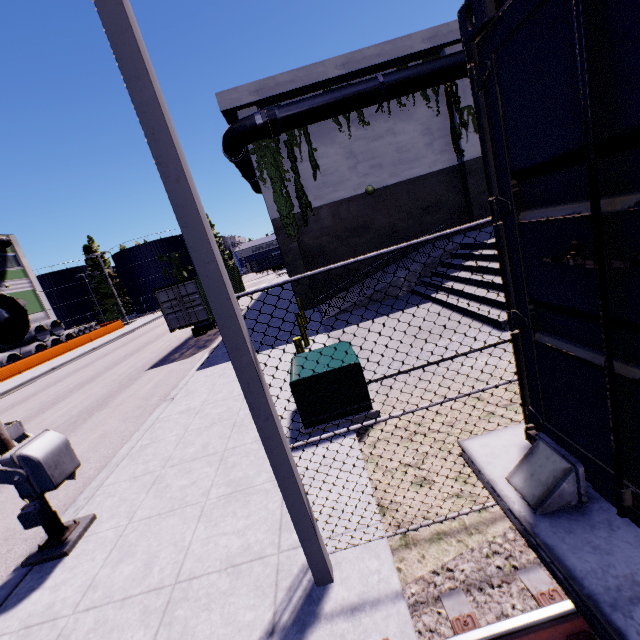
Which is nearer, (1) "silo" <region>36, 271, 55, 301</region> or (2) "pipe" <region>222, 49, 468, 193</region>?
(2) "pipe" <region>222, 49, 468, 193</region>

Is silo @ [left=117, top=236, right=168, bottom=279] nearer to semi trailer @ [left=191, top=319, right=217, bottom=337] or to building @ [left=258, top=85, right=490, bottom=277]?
building @ [left=258, top=85, right=490, bottom=277]

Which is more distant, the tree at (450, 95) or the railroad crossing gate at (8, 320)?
the tree at (450, 95)

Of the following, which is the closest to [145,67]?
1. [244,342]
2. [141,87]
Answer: [141,87]

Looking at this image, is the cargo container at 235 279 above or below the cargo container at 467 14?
below

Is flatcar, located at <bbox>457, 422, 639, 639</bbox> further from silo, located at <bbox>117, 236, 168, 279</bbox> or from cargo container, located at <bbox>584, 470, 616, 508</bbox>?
silo, located at <bbox>117, 236, 168, 279</bbox>

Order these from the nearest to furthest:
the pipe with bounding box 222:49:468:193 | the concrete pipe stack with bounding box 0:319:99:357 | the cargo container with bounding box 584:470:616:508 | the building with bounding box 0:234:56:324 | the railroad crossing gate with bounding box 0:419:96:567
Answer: the cargo container with bounding box 584:470:616:508
the railroad crossing gate with bounding box 0:419:96:567
the pipe with bounding box 222:49:468:193
the concrete pipe stack with bounding box 0:319:99:357
the building with bounding box 0:234:56:324

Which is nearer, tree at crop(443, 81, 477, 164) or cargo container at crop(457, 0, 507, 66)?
cargo container at crop(457, 0, 507, 66)
